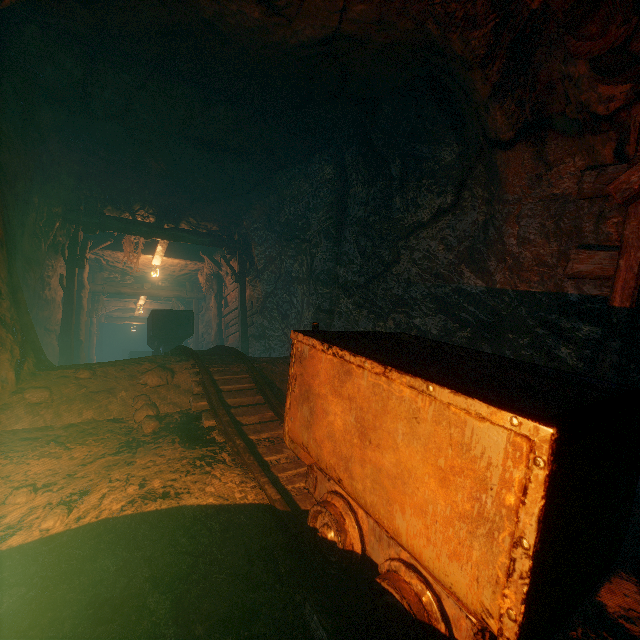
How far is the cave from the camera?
23.70m

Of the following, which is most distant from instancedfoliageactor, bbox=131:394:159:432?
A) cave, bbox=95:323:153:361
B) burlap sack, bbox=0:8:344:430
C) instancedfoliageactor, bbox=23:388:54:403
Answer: cave, bbox=95:323:153:361

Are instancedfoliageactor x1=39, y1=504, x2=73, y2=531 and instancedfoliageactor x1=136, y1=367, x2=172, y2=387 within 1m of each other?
no

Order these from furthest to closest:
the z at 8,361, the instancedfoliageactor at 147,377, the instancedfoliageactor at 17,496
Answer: the instancedfoliageactor at 147,377, the z at 8,361, the instancedfoliageactor at 17,496

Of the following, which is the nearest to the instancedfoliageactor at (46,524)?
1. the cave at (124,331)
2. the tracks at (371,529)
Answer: the tracks at (371,529)

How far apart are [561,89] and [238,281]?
8.35m

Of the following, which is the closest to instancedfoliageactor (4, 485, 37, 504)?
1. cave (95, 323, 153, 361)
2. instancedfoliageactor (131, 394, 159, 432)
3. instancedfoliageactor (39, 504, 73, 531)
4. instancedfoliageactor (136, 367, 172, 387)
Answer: instancedfoliageactor (39, 504, 73, 531)

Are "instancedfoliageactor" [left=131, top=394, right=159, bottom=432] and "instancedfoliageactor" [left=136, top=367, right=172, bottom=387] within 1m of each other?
yes
